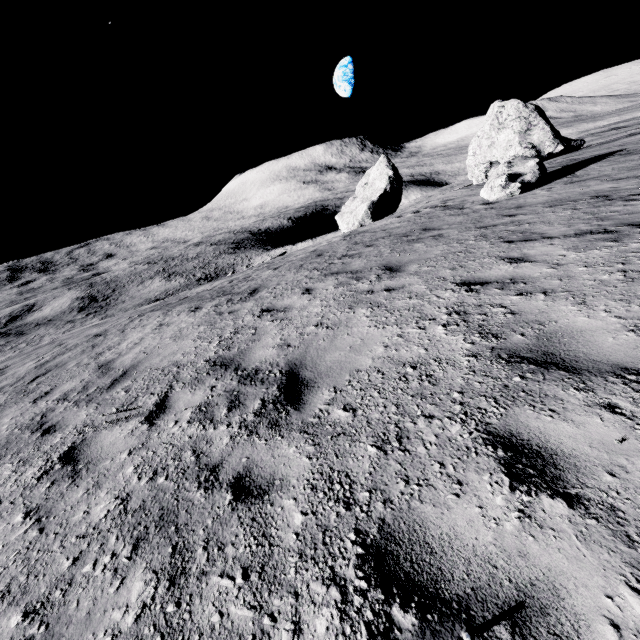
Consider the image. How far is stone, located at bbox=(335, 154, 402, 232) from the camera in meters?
29.4 m

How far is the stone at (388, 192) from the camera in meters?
29.4

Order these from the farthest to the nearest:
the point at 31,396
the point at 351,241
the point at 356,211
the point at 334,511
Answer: the point at 356,211, the point at 351,241, the point at 31,396, the point at 334,511
